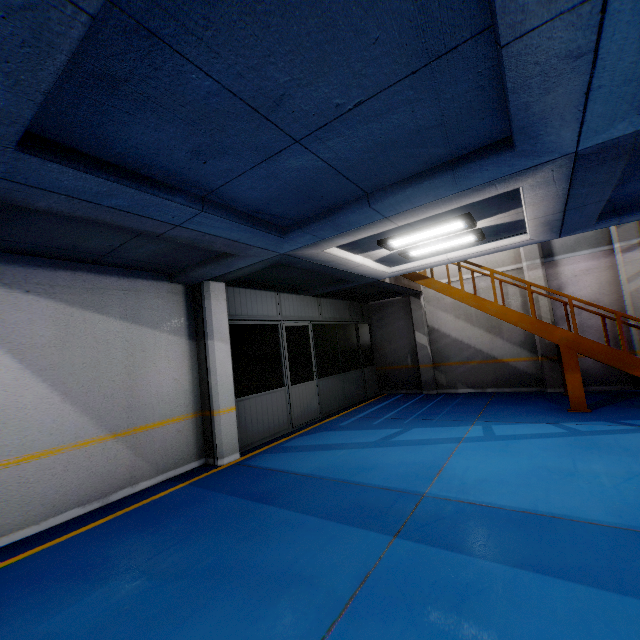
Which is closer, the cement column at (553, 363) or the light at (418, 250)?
the light at (418, 250)

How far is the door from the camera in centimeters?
877cm

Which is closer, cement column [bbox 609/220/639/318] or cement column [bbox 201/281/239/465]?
cement column [bbox 201/281/239/465]

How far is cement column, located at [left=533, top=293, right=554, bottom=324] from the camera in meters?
9.8 m

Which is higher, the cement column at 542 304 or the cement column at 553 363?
the cement column at 542 304

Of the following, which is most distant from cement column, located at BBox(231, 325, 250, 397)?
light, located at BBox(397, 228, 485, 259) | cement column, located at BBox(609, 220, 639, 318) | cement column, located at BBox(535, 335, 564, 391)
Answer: cement column, located at BBox(609, 220, 639, 318)

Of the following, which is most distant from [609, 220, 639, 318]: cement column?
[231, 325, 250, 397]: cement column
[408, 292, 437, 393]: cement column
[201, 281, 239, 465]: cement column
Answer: [231, 325, 250, 397]: cement column

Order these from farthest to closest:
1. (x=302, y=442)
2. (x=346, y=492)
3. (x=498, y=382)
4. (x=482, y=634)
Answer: (x=498, y=382) < (x=302, y=442) < (x=346, y=492) < (x=482, y=634)
